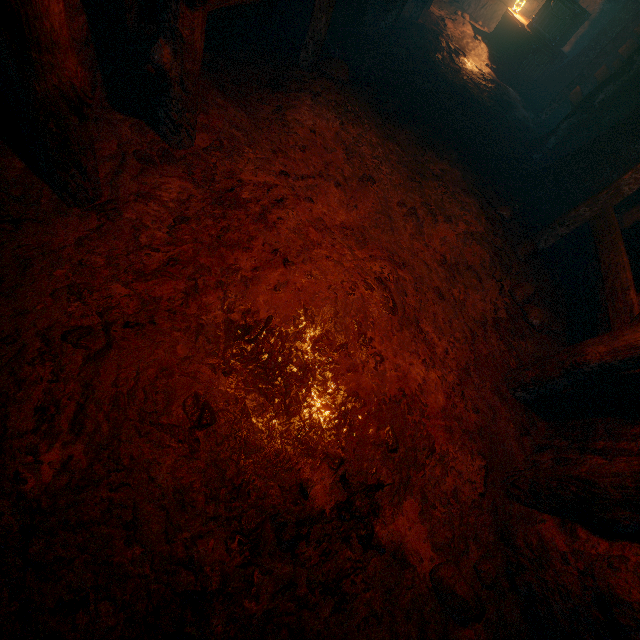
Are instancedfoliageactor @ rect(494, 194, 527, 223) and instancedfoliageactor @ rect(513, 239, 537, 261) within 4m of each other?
yes

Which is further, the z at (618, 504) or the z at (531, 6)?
the z at (531, 6)

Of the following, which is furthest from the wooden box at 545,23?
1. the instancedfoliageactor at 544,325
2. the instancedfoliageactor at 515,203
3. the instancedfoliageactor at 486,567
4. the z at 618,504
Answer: the instancedfoliageactor at 486,567

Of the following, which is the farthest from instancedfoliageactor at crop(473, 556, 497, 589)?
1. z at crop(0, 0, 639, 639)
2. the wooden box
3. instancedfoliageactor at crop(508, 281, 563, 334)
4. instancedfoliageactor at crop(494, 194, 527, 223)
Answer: the wooden box

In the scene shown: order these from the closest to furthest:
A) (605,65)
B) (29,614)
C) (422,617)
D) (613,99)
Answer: (29,614), (422,617), (613,99), (605,65)

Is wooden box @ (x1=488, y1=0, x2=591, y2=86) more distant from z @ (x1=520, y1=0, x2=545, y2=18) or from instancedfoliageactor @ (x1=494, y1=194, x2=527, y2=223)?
instancedfoliageactor @ (x1=494, y1=194, x2=527, y2=223)

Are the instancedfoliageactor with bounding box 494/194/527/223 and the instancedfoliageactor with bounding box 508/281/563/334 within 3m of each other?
yes

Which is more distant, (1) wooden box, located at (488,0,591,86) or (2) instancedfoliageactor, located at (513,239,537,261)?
(1) wooden box, located at (488,0,591,86)
